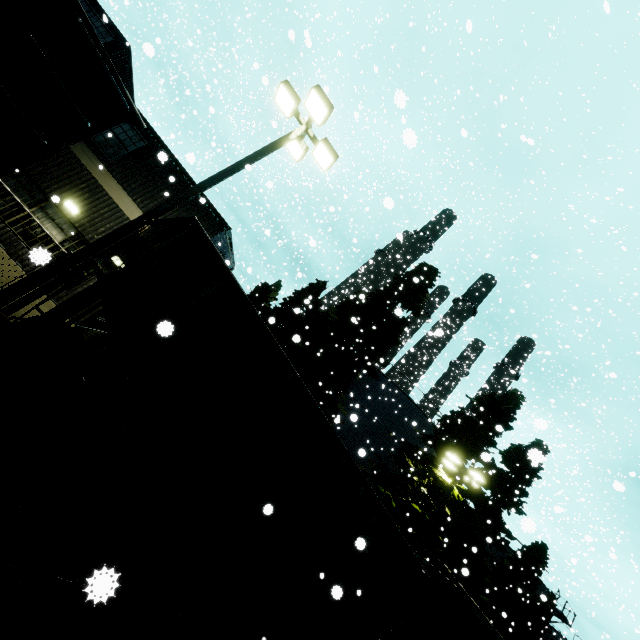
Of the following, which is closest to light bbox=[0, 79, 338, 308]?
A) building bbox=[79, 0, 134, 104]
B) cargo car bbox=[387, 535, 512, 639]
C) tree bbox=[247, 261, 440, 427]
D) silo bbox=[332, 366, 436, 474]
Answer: building bbox=[79, 0, 134, 104]

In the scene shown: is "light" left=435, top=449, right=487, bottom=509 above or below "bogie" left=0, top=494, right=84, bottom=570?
above

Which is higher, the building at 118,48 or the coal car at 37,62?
the building at 118,48

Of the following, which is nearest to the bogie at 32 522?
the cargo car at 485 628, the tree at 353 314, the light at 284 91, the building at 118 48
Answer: the light at 284 91

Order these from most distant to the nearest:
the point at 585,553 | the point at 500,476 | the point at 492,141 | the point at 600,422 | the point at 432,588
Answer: the point at 492,141
the point at 500,476
the point at 600,422
the point at 585,553
the point at 432,588

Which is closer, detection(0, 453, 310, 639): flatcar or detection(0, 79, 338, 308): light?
detection(0, 453, 310, 639): flatcar

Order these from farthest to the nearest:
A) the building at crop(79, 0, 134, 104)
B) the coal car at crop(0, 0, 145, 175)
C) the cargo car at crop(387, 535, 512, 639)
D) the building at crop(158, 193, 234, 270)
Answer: the building at crop(79, 0, 134, 104)
the building at crop(158, 193, 234, 270)
the cargo car at crop(387, 535, 512, 639)
the coal car at crop(0, 0, 145, 175)

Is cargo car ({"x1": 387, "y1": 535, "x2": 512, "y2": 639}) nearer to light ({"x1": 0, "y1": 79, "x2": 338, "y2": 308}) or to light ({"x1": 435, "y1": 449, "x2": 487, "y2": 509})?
light ({"x1": 435, "y1": 449, "x2": 487, "y2": 509})
